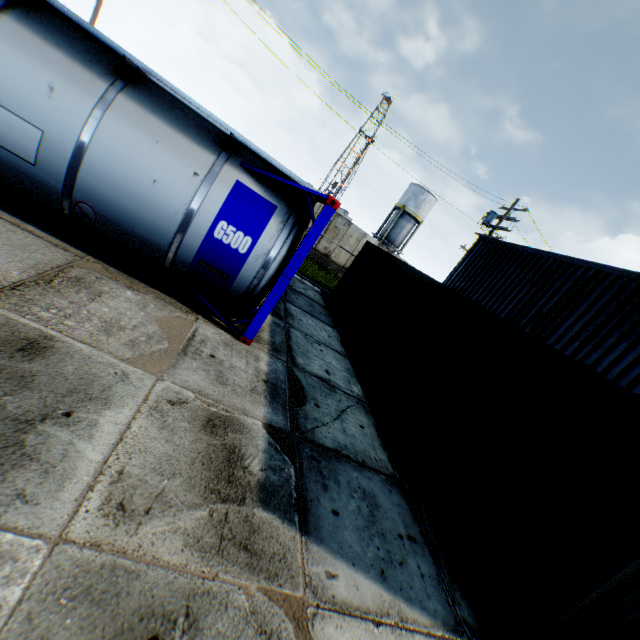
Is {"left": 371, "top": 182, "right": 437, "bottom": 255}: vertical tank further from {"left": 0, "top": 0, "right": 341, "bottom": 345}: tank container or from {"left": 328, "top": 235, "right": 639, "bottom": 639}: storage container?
{"left": 0, "top": 0, "right": 341, "bottom": 345}: tank container

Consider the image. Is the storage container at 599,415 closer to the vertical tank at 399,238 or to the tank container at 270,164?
the tank container at 270,164

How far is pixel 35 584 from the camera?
1.9 meters

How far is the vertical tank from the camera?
39.0 meters

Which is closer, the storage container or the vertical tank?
the storage container

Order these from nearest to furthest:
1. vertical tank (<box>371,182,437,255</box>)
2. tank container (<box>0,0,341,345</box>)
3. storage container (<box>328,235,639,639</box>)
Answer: storage container (<box>328,235,639,639</box>)
tank container (<box>0,0,341,345</box>)
vertical tank (<box>371,182,437,255</box>)

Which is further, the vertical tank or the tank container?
the vertical tank

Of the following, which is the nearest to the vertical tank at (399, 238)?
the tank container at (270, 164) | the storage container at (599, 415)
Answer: the storage container at (599, 415)
